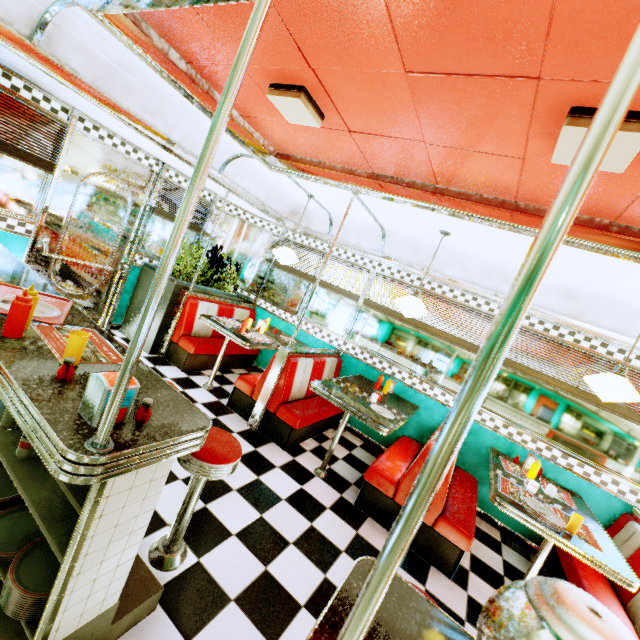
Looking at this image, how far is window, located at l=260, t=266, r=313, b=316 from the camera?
5.77m

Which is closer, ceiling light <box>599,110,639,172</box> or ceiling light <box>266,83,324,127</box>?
ceiling light <box>599,110,639,172</box>

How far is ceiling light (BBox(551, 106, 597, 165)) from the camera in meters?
1.5

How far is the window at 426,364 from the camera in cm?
455

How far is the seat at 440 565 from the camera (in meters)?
2.88

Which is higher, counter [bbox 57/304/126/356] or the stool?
counter [bbox 57/304/126/356]

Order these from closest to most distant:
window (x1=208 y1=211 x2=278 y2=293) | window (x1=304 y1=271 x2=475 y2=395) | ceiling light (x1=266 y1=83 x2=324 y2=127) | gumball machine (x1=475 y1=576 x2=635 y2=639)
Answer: gumball machine (x1=475 y1=576 x2=635 y2=639) < ceiling light (x1=266 y1=83 x2=324 y2=127) < window (x1=304 y1=271 x2=475 y2=395) < window (x1=208 y1=211 x2=278 y2=293)

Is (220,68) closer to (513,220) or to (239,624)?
(513,220)
